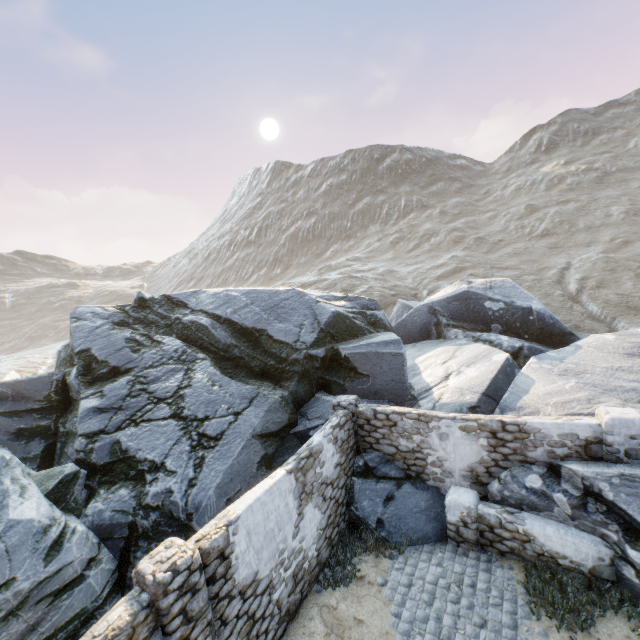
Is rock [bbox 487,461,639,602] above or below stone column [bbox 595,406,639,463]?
below

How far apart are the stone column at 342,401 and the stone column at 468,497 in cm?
253

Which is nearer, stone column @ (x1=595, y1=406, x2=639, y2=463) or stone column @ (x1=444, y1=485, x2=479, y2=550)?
stone column @ (x1=595, y1=406, x2=639, y2=463)

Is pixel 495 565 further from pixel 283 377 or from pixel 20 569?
pixel 20 569

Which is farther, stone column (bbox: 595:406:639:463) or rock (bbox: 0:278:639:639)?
rock (bbox: 0:278:639:639)

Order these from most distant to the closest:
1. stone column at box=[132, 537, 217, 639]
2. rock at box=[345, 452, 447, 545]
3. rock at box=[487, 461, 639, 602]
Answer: rock at box=[345, 452, 447, 545], rock at box=[487, 461, 639, 602], stone column at box=[132, 537, 217, 639]

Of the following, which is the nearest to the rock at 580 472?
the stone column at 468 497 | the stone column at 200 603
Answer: the stone column at 468 497

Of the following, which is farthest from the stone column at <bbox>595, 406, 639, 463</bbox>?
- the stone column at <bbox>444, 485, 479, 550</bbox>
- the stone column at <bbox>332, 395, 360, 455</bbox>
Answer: the stone column at <bbox>332, 395, 360, 455</bbox>
